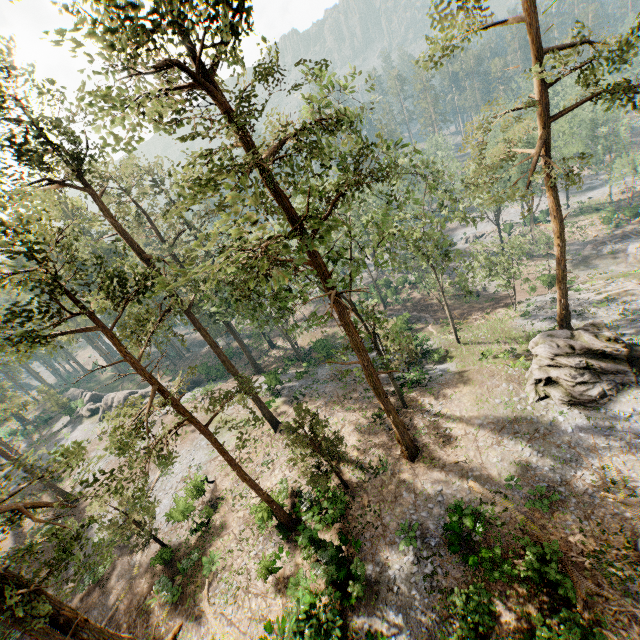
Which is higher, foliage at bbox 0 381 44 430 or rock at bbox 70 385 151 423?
foliage at bbox 0 381 44 430

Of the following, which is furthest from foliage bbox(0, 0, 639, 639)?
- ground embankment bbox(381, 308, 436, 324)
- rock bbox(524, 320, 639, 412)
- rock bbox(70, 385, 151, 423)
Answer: ground embankment bbox(381, 308, 436, 324)

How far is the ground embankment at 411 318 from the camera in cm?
4128

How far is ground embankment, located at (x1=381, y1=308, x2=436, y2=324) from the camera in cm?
4128

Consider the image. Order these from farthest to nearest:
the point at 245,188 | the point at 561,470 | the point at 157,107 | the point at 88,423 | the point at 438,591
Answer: the point at 88,423 → the point at 561,470 → the point at 438,591 → the point at 157,107 → the point at 245,188

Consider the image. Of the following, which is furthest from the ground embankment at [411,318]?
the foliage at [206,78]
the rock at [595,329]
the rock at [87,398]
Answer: the rock at [87,398]
